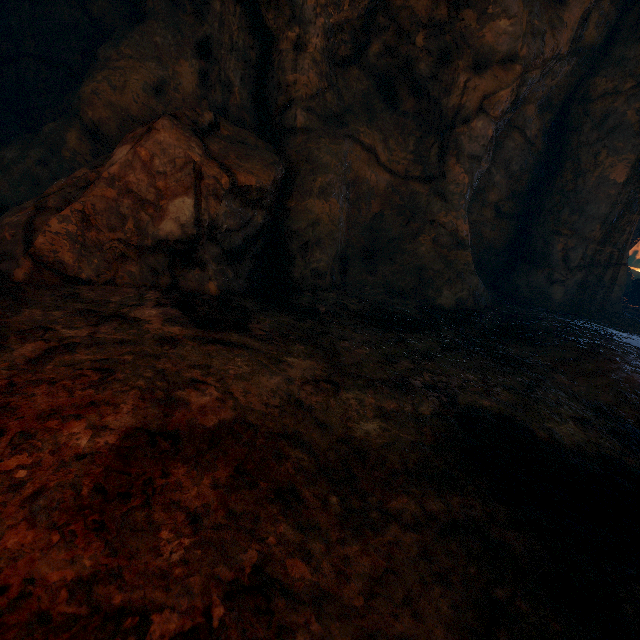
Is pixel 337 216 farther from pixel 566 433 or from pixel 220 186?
pixel 566 433

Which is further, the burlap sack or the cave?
the cave

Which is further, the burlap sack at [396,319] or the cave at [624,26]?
the cave at [624,26]
